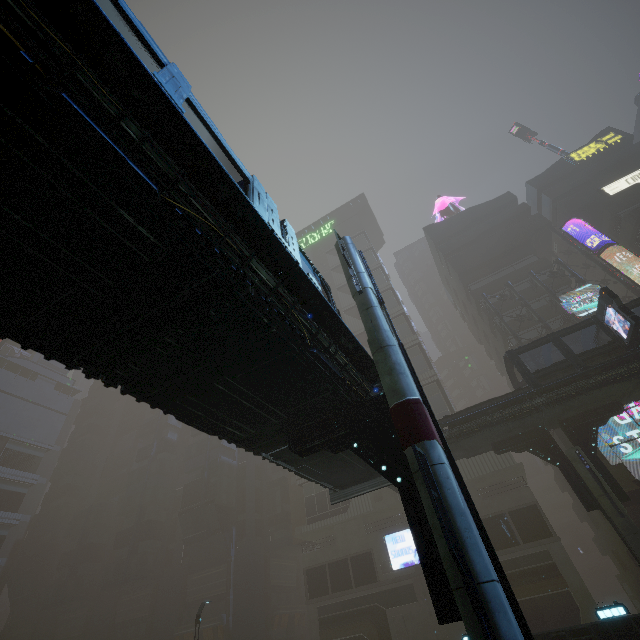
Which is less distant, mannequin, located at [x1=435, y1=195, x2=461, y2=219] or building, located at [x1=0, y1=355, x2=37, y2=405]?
mannequin, located at [x1=435, y1=195, x2=461, y2=219]

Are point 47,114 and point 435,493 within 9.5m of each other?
yes

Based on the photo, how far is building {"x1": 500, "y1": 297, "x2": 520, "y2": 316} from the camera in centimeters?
3534cm

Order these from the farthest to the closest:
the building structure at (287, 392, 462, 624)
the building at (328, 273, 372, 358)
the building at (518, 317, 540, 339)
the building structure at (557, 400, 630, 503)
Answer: the building at (328, 273, 372, 358)
the building at (518, 317, 540, 339)
the building structure at (557, 400, 630, 503)
the building structure at (287, 392, 462, 624)

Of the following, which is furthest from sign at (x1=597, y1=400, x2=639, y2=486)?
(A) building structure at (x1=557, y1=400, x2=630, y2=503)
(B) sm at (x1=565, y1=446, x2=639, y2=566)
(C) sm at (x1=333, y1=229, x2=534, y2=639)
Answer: (C) sm at (x1=333, y1=229, x2=534, y2=639)

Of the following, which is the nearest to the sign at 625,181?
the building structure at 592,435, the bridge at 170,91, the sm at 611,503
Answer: the building structure at 592,435

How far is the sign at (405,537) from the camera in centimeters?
2959cm

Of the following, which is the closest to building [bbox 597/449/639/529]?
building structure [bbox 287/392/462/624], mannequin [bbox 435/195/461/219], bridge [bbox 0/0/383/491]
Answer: mannequin [bbox 435/195/461/219]
